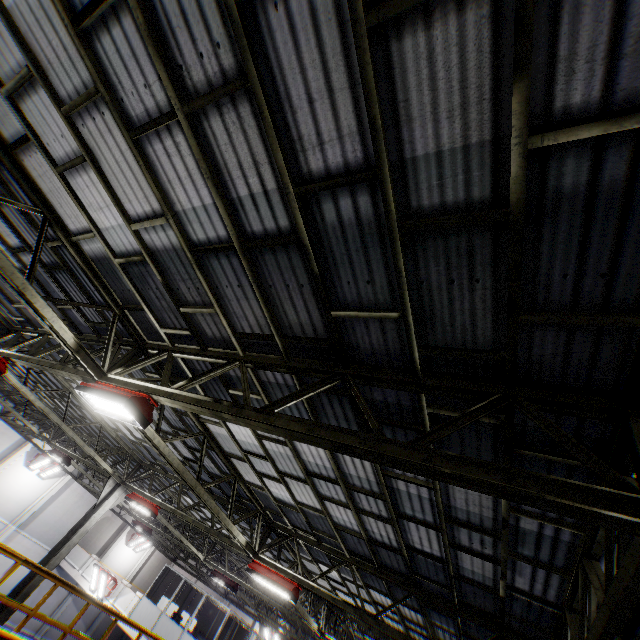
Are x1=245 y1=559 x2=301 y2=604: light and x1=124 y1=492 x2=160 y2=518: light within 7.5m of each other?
yes

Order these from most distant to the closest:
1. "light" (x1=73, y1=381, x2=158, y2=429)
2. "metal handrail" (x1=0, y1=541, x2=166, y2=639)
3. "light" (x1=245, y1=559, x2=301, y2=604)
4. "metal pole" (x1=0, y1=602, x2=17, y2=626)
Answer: "metal pole" (x1=0, y1=602, x2=17, y2=626), "light" (x1=245, y1=559, x2=301, y2=604), "metal handrail" (x1=0, y1=541, x2=166, y2=639), "light" (x1=73, y1=381, x2=158, y2=429)

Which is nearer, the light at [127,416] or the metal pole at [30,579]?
the light at [127,416]

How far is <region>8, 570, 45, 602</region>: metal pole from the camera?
Result: 10.9m

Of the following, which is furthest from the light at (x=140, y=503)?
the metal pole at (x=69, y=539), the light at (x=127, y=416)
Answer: the light at (x=127, y=416)

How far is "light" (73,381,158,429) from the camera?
4.9m

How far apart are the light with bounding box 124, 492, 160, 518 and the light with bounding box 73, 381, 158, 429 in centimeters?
862cm

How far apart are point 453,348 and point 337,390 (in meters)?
1.90
